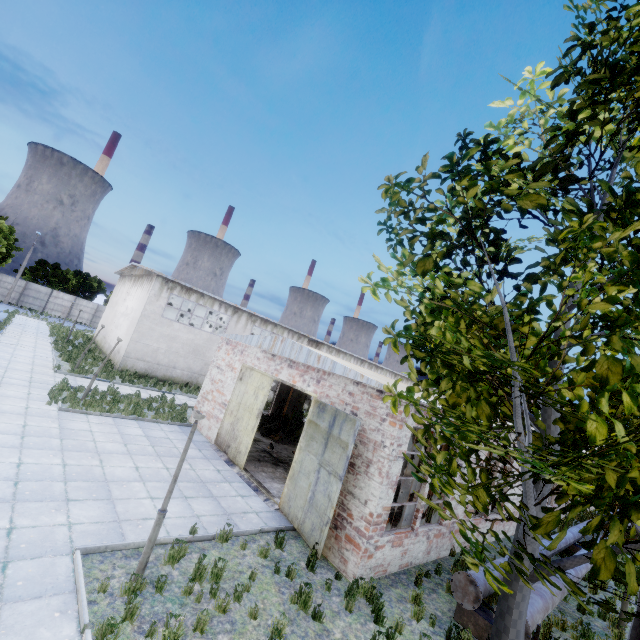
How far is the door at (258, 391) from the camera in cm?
1347

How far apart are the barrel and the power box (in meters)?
1.65

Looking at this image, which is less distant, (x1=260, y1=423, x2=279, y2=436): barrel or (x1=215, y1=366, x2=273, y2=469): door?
(x1=215, y1=366, x2=273, y2=469): door

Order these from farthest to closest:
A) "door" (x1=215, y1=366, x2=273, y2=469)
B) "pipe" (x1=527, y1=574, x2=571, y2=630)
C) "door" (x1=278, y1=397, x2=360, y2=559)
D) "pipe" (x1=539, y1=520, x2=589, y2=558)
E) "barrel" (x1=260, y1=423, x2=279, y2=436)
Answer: "barrel" (x1=260, y1=423, x2=279, y2=436) < "door" (x1=215, y1=366, x2=273, y2=469) < "pipe" (x1=539, y1=520, x2=589, y2=558) < "door" (x1=278, y1=397, x2=360, y2=559) < "pipe" (x1=527, y1=574, x2=571, y2=630)

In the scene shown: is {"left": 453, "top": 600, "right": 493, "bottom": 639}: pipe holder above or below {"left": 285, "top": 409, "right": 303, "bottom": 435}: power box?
below

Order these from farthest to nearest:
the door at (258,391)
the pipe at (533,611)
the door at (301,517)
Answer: the door at (258,391) → the door at (301,517) → the pipe at (533,611)

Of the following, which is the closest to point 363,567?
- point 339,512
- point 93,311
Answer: point 339,512

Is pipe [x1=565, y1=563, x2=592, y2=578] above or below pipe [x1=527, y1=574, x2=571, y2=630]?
above
